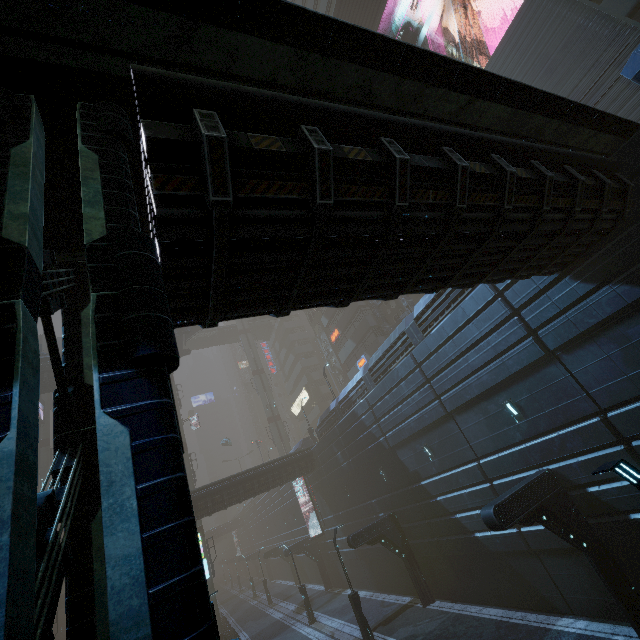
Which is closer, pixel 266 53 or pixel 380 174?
pixel 266 53

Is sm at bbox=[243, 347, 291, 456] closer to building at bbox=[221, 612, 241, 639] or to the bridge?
building at bbox=[221, 612, 241, 639]

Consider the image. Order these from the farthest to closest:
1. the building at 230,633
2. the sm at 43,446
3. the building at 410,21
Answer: the sm at 43,446, the building at 230,633, the building at 410,21

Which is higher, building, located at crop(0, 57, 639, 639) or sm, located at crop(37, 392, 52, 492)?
sm, located at crop(37, 392, 52, 492)

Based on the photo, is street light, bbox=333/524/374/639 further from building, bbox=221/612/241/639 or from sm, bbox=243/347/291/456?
sm, bbox=243/347/291/456

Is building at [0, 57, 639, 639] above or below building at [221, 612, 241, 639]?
above

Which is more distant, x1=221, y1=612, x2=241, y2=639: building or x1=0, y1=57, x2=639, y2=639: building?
x1=221, y1=612, x2=241, y2=639: building

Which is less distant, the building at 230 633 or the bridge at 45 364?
the building at 230 633
